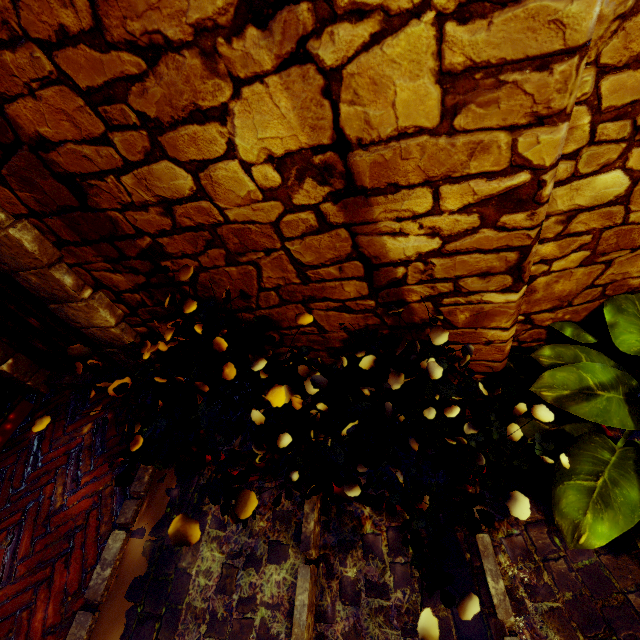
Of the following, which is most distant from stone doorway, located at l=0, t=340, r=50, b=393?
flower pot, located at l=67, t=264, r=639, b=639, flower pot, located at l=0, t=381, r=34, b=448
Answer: flower pot, located at l=67, t=264, r=639, b=639

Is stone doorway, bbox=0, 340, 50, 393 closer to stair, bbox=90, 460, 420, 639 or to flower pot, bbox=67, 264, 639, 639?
stair, bbox=90, 460, 420, 639

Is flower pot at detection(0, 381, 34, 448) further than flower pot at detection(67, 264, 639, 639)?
Yes

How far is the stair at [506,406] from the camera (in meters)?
1.79

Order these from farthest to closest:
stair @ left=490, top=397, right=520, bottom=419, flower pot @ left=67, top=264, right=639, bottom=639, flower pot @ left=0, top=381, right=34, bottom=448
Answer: flower pot @ left=0, top=381, right=34, bottom=448, stair @ left=490, top=397, right=520, bottom=419, flower pot @ left=67, top=264, right=639, bottom=639

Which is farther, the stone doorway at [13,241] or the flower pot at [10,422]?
the flower pot at [10,422]

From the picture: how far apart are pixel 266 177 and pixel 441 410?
1.00m

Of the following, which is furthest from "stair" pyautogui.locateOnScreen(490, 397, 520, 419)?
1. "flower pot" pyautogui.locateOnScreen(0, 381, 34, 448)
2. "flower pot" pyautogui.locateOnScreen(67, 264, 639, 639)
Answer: "flower pot" pyautogui.locateOnScreen(0, 381, 34, 448)
